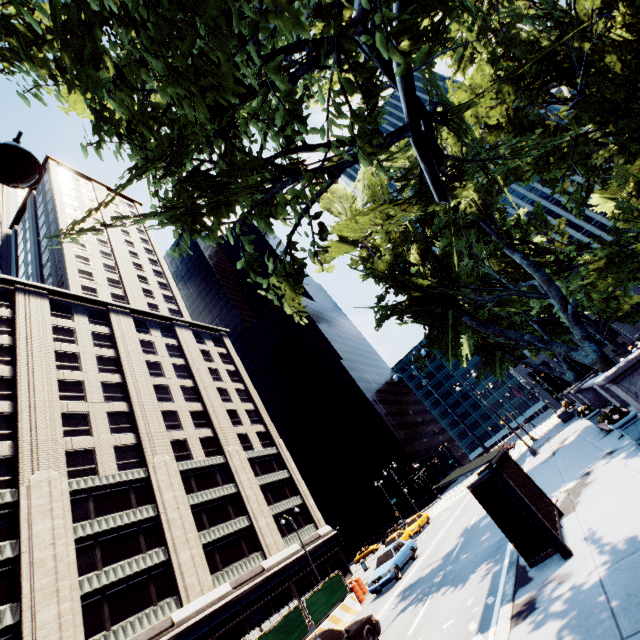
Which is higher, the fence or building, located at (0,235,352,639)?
building, located at (0,235,352,639)

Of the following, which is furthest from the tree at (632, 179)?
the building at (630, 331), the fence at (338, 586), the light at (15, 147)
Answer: the building at (630, 331)

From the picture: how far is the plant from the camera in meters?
10.2 m

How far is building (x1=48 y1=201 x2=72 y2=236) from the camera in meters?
55.8 m

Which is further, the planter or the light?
the planter

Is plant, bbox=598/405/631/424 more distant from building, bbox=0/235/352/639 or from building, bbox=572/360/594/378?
building, bbox=572/360/594/378

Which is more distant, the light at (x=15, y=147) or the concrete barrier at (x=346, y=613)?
the concrete barrier at (x=346, y=613)

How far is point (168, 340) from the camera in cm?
5016
